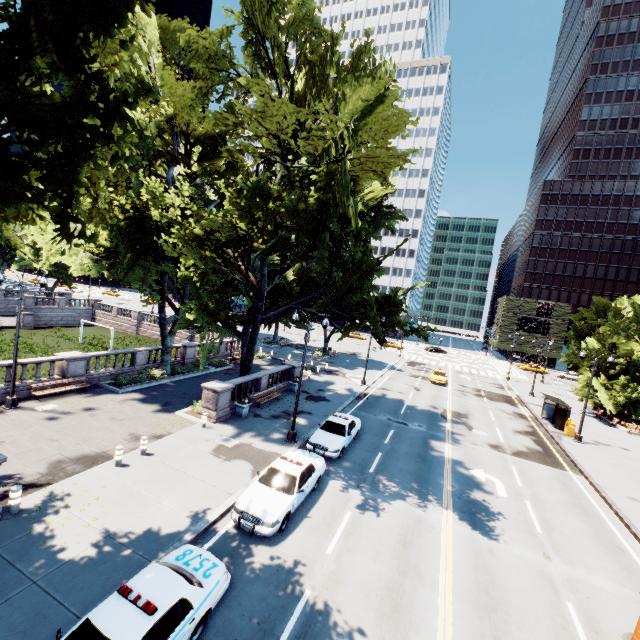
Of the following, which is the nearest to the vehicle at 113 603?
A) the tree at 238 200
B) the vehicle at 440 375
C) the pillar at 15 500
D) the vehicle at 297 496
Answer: the vehicle at 297 496

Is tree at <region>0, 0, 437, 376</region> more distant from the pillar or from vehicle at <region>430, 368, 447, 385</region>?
vehicle at <region>430, 368, 447, 385</region>

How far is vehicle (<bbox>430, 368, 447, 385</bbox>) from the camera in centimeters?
3950cm

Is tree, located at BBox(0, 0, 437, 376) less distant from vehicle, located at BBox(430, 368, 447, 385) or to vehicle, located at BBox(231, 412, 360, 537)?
vehicle, located at BBox(231, 412, 360, 537)

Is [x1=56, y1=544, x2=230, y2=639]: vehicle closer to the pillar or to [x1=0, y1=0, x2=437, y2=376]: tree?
[x1=0, y1=0, x2=437, y2=376]: tree

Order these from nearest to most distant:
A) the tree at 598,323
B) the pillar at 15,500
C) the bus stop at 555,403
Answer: the pillar at 15,500, the bus stop at 555,403, the tree at 598,323

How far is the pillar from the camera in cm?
1026

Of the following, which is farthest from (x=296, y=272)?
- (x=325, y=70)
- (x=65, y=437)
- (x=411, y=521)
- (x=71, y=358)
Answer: (x=411, y=521)
